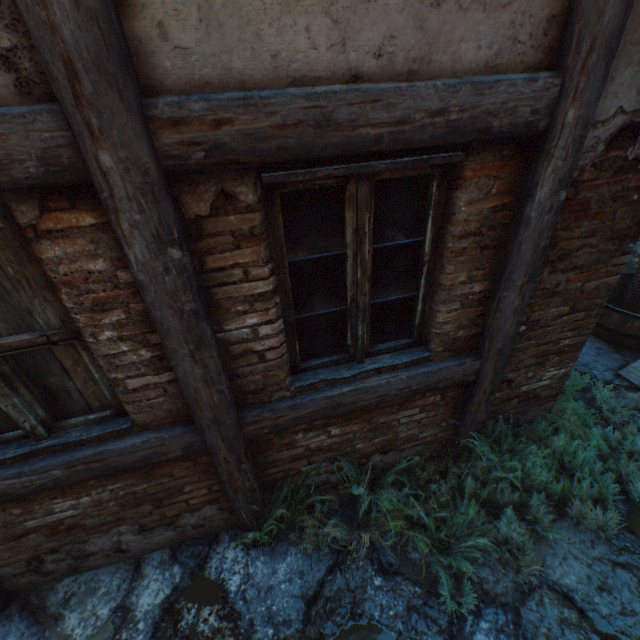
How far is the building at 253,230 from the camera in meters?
1.5

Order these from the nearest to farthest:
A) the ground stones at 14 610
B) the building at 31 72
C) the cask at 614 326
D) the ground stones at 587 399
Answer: the building at 31 72
the ground stones at 14 610
the ground stones at 587 399
the cask at 614 326

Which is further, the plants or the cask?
the cask

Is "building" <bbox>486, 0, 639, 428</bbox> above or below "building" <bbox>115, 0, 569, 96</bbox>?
below

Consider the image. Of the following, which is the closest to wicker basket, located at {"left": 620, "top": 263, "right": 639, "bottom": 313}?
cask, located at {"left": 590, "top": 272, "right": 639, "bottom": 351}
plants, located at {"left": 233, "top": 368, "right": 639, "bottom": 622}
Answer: cask, located at {"left": 590, "top": 272, "right": 639, "bottom": 351}

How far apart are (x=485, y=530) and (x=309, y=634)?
1.4m

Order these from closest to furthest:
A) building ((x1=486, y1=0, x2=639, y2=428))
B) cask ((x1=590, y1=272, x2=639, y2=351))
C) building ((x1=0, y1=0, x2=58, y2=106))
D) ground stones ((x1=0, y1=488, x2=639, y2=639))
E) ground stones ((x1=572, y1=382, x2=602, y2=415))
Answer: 1. building ((x1=0, y1=0, x2=58, y2=106))
2. building ((x1=486, y1=0, x2=639, y2=428))
3. ground stones ((x1=0, y1=488, x2=639, y2=639))
4. ground stones ((x1=572, y1=382, x2=602, y2=415))
5. cask ((x1=590, y1=272, x2=639, y2=351))

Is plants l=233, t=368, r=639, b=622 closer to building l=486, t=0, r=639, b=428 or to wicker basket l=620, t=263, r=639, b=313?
building l=486, t=0, r=639, b=428
